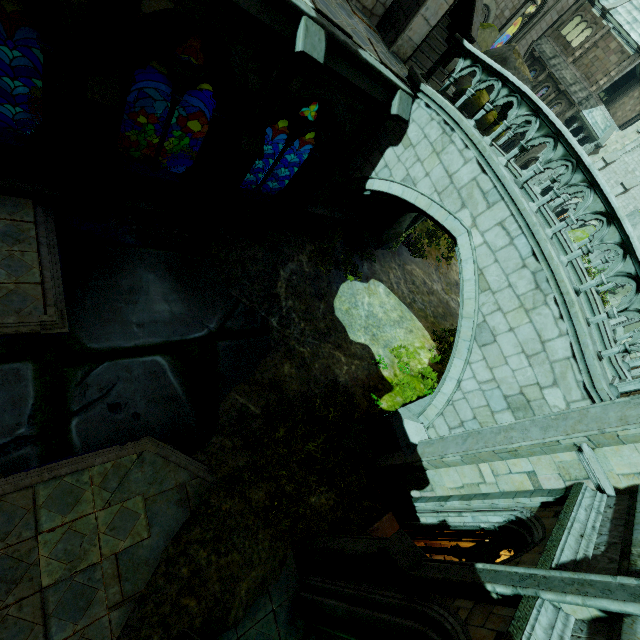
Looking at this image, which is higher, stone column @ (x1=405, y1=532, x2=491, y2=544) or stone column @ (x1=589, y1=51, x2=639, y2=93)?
stone column @ (x1=589, y1=51, x2=639, y2=93)

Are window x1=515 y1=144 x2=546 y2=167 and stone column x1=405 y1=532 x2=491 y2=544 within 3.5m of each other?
no

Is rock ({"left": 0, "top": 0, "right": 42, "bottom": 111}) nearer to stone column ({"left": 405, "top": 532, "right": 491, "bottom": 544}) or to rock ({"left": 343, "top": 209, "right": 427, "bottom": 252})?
rock ({"left": 343, "top": 209, "right": 427, "bottom": 252})

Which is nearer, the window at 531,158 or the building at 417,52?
the building at 417,52

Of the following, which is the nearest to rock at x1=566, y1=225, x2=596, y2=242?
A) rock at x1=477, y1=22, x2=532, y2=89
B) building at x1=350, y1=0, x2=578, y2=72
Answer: building at x1=350, y1=0, x2=578, y2=72

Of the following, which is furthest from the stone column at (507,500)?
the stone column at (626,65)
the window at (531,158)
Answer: the stone column at (626,65)

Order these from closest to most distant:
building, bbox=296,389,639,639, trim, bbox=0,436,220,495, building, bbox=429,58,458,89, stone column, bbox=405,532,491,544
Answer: building, bbox=296,389,639,639, trim, bbox=0,436,220,495, stone column, bbox=405,532,491,544, building, bbox=429,58,458,89

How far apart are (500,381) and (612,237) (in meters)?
3.63
